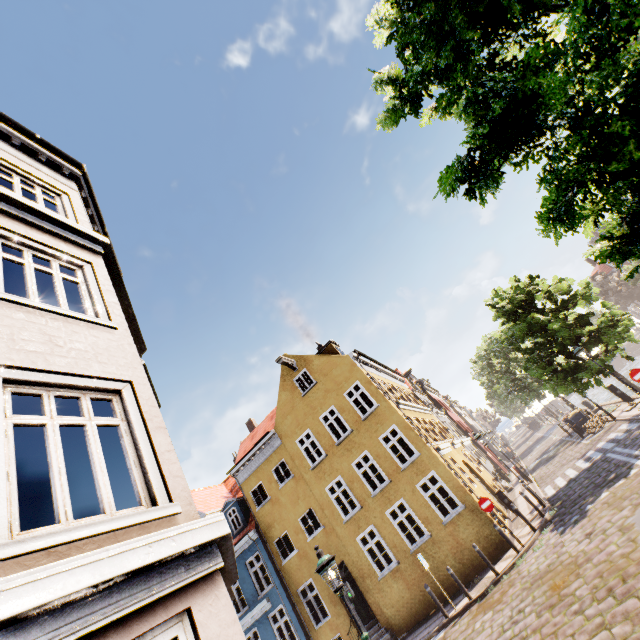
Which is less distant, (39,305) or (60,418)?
(60,418)

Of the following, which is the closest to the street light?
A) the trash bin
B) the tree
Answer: the tree

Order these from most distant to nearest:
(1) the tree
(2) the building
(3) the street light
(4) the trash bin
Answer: (4) the trash bin < (3) the street light < (1) the tree < (2) the building

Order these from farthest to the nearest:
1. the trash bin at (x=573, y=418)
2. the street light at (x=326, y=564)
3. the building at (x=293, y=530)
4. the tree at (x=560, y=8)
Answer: the trash bin at (x=573, y=418), the street light at (x=326, y=564), the tree at (x=560, y=8), the building at (x=293, y=530)

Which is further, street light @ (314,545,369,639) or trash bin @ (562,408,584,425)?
trash bin @ (562,408,584,425)

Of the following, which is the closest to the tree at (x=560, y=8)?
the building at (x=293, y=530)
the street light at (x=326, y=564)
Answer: the street light at (x=326, y=564)

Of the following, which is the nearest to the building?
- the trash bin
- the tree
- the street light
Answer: the street light

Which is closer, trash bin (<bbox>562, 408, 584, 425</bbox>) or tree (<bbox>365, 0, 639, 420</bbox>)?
tree (<bbox>365, 0, 639, 420</bbox>)
